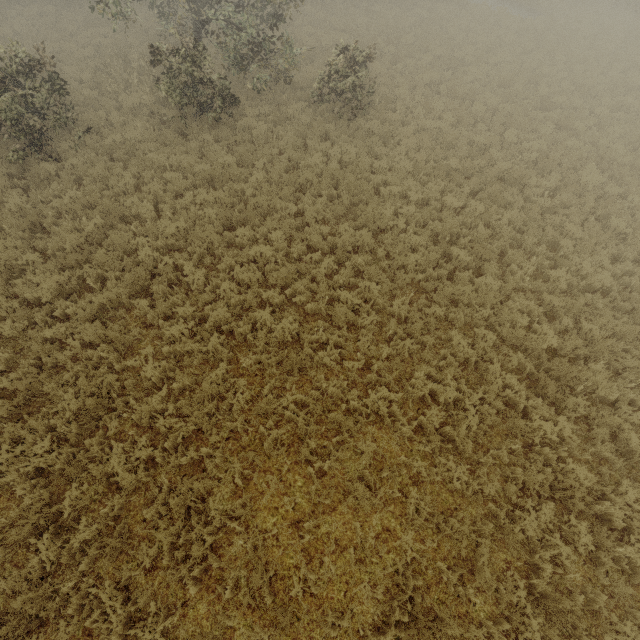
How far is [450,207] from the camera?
10.9 meters
